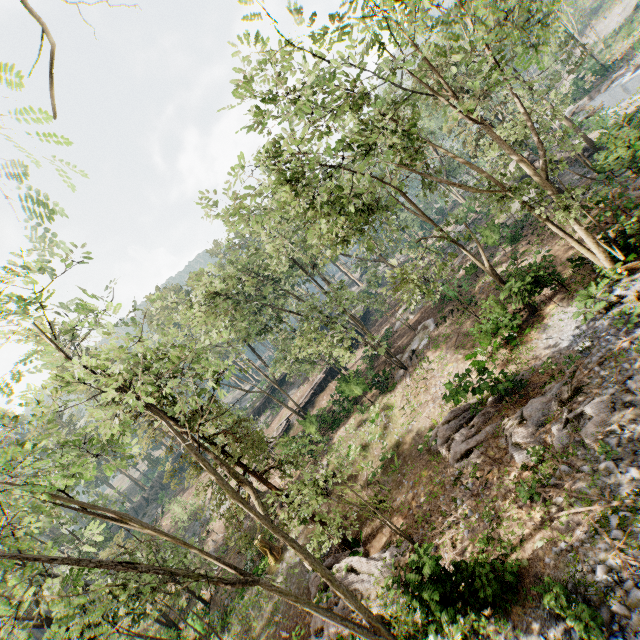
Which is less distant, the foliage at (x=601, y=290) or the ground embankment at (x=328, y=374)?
the foliage at (x=601, y=290)

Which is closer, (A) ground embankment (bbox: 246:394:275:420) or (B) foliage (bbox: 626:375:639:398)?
(B) foliage (bbox: 626:375:639:398)

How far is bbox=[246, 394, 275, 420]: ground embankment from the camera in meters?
48.4 m

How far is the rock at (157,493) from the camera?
52.38m

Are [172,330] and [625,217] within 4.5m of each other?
no

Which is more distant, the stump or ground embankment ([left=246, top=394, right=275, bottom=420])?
ground embankment ([left=246, top=394, right=275, bottom=420])

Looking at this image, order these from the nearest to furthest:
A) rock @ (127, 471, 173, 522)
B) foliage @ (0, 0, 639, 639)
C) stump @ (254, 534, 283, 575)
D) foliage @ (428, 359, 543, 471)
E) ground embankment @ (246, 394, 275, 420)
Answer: foliage @ (0, 0, 639, 639)
foliage @ (428, 359, 543, 471)
stump @ (254, 534, 283, 575)
ground embankment @ (246, 394, 275, 420)
rock @ (127, 471, 173, 522)

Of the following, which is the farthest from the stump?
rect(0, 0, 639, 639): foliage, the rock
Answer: the rock
